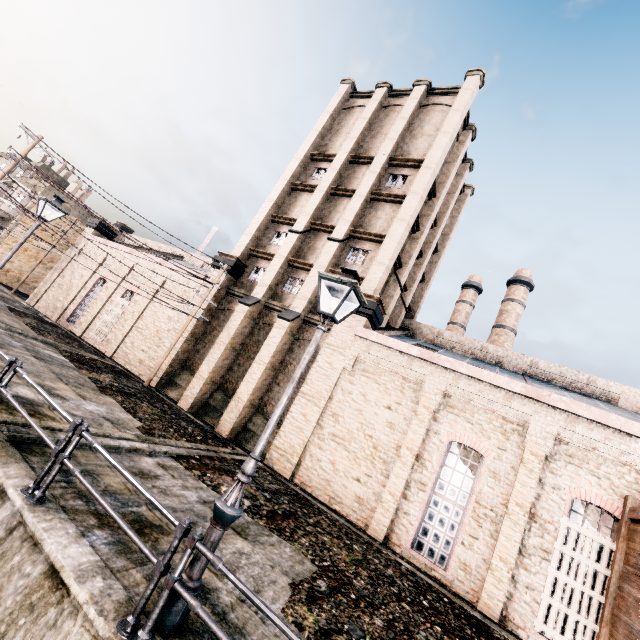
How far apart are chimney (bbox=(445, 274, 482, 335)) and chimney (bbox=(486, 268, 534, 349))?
2.5 meters

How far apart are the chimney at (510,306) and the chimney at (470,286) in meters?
2.5

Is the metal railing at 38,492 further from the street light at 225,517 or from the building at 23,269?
the building at 23,269

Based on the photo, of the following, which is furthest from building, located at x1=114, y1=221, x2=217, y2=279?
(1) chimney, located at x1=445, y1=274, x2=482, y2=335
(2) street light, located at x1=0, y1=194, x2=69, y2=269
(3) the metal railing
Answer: (1) chimney, located at x1=445, y1=274, x2=482, y2=335

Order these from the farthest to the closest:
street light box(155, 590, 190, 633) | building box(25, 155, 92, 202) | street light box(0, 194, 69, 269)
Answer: building box(25, 155, 92, 202)
street light box(0, 194, 69, 269)
street light box(155, 590, 190, 633)

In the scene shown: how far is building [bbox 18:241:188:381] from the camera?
22.1 meters

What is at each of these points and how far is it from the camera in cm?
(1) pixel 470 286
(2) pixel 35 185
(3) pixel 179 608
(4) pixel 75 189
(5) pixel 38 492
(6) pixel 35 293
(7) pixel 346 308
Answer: (1) chimney, 4331
(2) building, 3834
(3) street light, 428
(4) building, 3966
(5) metal railing, 505
(6) building, 3000
(7) building, 1783

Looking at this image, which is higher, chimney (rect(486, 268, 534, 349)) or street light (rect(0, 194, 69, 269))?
chimney (rect(486, 268, 534, 349))
